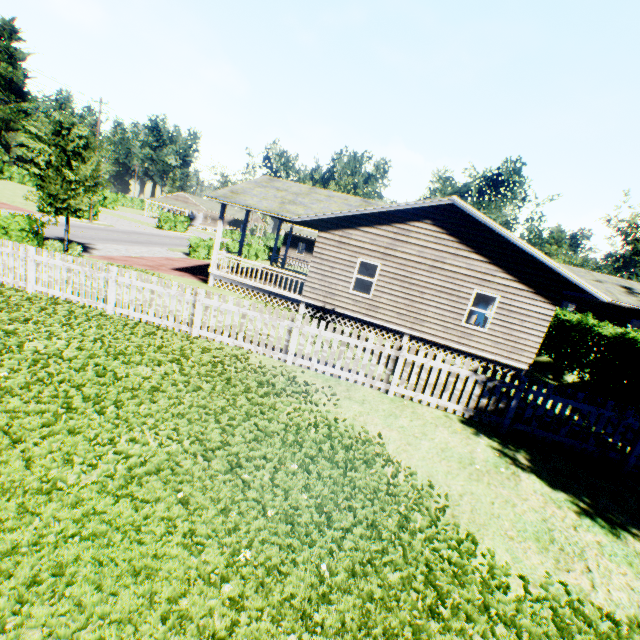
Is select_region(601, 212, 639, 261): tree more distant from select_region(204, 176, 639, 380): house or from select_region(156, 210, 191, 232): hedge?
select_region(156, 210, 191, 232): hedge

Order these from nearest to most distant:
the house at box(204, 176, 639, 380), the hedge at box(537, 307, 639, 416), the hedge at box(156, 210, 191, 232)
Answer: the hedge at box(537, 307, 639, 416) < the house at box(204, 176, 639, 380) < the hedge at box(156, 210, 191, 232)

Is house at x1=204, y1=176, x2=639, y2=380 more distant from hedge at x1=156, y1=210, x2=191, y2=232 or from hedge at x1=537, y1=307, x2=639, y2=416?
hedge at x1=156, y1=210, x2=191, y2=232

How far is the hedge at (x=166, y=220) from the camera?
46.5m

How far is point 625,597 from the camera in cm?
356

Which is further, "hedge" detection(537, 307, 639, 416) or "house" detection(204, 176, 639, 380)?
"house" detection(204, 176, 639, 380)

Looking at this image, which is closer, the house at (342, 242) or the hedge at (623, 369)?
the hedge at (623, 369)

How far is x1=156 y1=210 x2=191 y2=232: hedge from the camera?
46.47m
